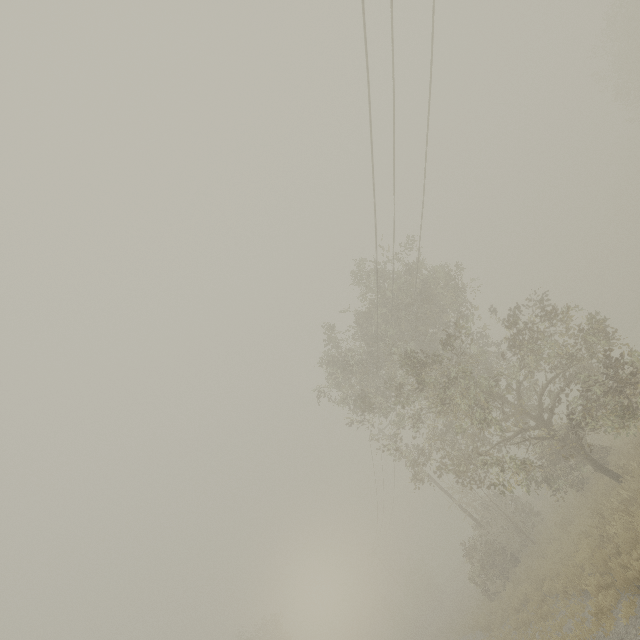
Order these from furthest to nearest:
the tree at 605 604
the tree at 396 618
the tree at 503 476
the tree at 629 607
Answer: the tree at 396 618 → the tree at 503 476 → the tree at 605 604 → the tree at 629 607

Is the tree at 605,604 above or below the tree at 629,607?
above

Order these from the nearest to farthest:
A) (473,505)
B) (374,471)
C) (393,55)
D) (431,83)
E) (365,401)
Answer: (393,55), (431,83), (365,401), (473,505), (374,471)

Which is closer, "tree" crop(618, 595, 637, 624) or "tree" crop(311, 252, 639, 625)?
"tree" crop(618, 595, 637, 624)

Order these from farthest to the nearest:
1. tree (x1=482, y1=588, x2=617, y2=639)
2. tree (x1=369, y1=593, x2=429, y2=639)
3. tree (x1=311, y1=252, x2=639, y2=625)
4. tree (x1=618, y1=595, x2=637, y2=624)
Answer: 1. tree (x1=369, y1=593, x2=429, y2=639)
2. tree (x1=311, y1=252, x2=639, y2=625)
3. tree (x1=482, y1=588, x2=617, y2=639)
4. tree (x1=618, y1=595, x2=637, y2=624)

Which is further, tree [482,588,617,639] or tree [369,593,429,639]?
tree [369,593,429,639]
